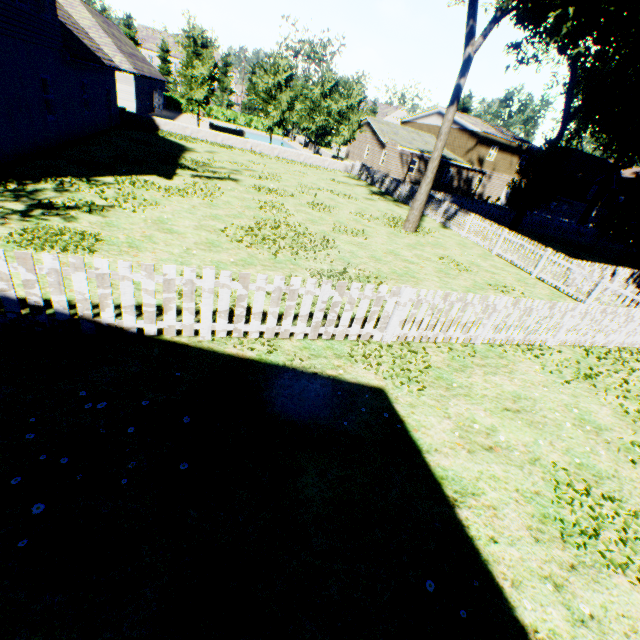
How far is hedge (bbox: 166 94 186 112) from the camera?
50.0 meters

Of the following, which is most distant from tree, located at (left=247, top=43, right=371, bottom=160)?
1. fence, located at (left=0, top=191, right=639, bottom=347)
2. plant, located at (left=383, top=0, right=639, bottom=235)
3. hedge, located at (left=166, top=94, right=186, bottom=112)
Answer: hedge, located at (left=166, top=94, right=186, bottom=112)

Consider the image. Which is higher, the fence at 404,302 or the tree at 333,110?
the tree at 333,110

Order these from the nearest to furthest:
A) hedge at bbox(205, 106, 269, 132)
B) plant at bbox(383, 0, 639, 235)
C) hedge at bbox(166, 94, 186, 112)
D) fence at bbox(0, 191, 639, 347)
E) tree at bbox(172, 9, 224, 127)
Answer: fence at bbox(0, 191, 639, 347)
plant at bbox(383, 0, 639, 235)
tree at bbox(172, 9, 224, 127)
hedge at bbox(166, 94, 186, 112)
hedge at bbox(205, 106, 269, 132)

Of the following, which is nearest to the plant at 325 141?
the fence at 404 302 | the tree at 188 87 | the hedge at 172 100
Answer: the fence at 404 302

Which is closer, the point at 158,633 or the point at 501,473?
the point at 158,633
